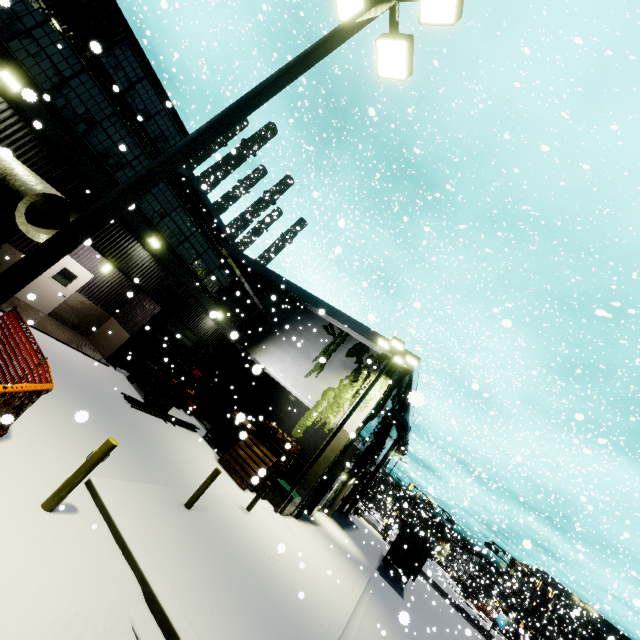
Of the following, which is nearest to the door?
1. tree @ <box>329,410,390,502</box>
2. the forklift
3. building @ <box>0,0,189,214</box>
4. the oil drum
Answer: building @ <box>0,0,189,214</box>

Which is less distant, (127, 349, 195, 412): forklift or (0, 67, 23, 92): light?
(0, 67, 23, 92): light

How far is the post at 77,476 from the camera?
5.2 meters

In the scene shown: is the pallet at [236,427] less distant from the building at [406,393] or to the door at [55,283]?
the building at [406,393]

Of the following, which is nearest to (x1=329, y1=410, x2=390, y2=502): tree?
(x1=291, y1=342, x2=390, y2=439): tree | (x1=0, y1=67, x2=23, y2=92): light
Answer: (x1=291, y1=342, x2=390, y2=439): tree

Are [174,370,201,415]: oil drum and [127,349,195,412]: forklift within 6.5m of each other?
yes

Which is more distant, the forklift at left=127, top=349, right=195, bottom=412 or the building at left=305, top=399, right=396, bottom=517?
the building at left=305, top=399, right=396, bottom=517

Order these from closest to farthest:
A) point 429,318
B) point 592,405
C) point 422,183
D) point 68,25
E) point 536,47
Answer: point 429,318 < point 68,25 < point 536,47 < point 422,183 < point 592,405
